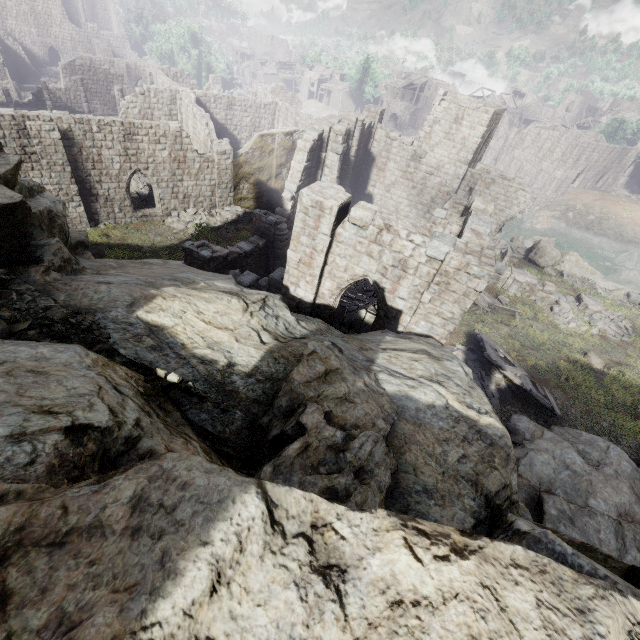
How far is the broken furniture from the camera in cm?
1995

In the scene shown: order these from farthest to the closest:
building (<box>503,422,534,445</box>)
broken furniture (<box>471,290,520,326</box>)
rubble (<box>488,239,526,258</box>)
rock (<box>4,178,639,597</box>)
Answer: rubble (<box>488,239,526,258</box>) < broken furniture (<box>471,290,520,326</box>) < building (<box>503,422,534,445</box>) < rock (<box>4,178,639,597</box>)

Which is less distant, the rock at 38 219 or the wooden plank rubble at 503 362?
the rock at 38 219

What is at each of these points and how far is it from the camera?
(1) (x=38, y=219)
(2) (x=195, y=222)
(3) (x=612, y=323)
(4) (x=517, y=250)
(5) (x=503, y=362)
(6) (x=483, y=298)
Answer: (1) rock, 7.6m
(2) rubble, 23.5m
(3) rubble, 20.6m
(4) rubble, 29.3m
(5) wooden plank rubble, 15.4m
(6) broken furniture, 20.7m

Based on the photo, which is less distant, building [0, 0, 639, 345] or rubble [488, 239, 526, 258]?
building [0, 0, 639, 345]

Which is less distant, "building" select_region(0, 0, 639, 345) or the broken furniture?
"building" select_region(0, 0, 639, 345)

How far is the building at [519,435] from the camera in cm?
1183

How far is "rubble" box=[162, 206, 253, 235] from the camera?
23.1 meters
